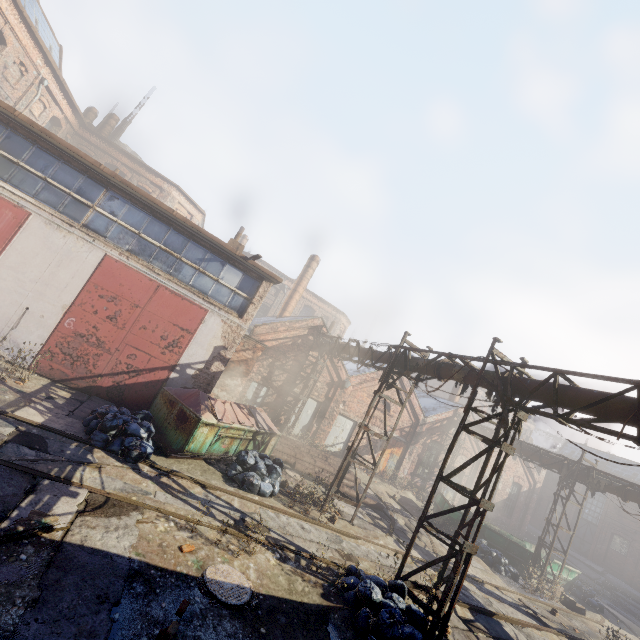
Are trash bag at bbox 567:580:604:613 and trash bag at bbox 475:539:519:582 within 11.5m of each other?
yes

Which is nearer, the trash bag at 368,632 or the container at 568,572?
the trash bag at 368,632

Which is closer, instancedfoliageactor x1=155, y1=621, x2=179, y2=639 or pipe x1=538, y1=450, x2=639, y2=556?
instancedfoliageactor x1=155, y1=621, x2=179, y2=639

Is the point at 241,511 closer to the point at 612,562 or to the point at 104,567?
the point at 104,567

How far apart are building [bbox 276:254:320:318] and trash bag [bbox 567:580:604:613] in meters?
23.9 m

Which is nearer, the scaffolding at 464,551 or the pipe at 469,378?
the scaffolding at 464,551

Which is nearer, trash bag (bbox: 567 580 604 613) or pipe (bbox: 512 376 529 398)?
pipe (bbox: 512 376 529 398)

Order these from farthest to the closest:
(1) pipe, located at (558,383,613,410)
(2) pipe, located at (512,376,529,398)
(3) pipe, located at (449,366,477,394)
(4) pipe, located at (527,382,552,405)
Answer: (3) pipe, located at (449,366,477,394) < (2) pipe, located at (512,376,529,398) < (4) pipe, located at (527,382,552,405) < (1) pipe, located at (558,383,613,410)
